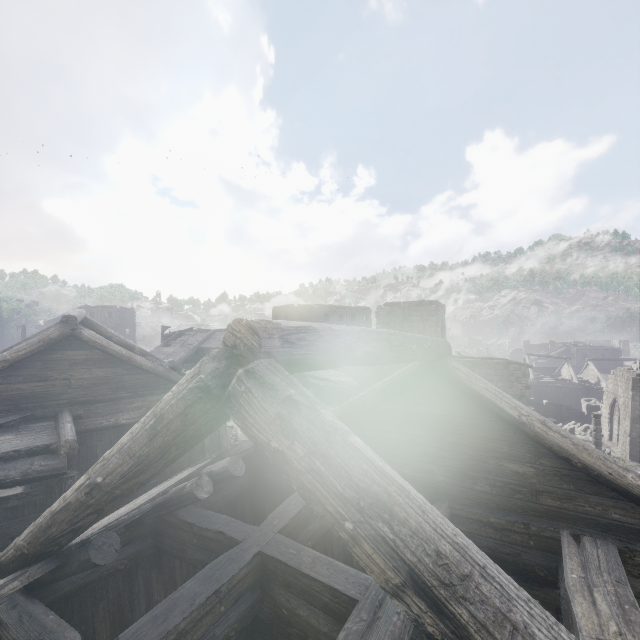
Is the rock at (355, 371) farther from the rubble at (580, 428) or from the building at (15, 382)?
the rubble at (580, 428)

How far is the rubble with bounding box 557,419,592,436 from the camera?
30.88m

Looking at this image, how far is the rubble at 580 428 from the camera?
30.9m

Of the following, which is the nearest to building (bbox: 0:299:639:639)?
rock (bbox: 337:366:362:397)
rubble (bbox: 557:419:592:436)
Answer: rubble (bbox: 557:419:592:436)

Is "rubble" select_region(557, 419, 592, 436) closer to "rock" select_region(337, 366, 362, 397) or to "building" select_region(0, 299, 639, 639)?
"building" select_region(0, 299, 639, 639)

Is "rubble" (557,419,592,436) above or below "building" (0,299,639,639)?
below

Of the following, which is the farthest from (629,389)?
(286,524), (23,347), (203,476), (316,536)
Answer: (23,347)
